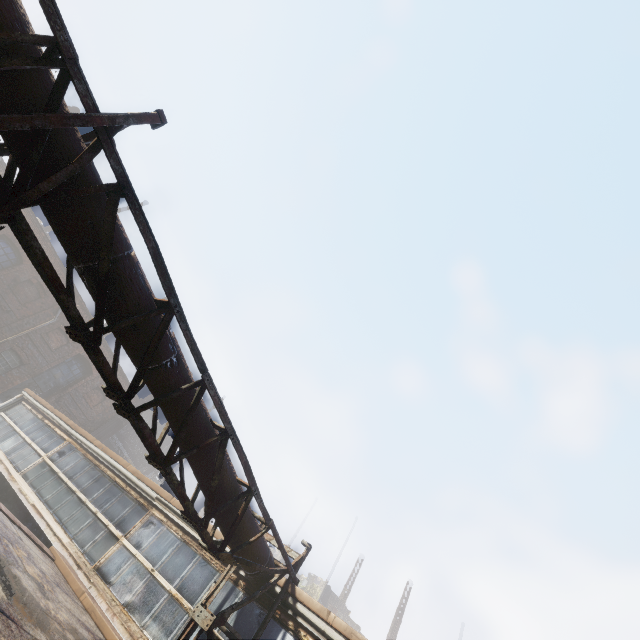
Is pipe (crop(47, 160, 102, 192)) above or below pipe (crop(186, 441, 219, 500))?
above

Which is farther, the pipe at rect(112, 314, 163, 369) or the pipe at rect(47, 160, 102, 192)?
the pipe at rect(112, 314, 163, 369)

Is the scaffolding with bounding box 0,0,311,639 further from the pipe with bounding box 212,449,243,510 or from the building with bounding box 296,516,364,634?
the building with bounding box 296,516,364,634

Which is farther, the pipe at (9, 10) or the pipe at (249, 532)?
the pipe at (249, 532)

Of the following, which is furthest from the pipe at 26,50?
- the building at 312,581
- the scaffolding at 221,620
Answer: the building at 312,581

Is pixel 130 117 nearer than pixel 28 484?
Yes
